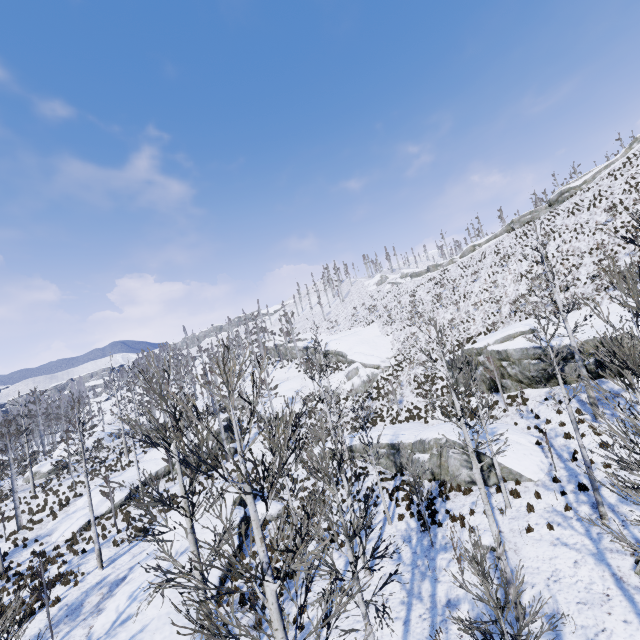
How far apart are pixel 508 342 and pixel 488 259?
26.9m

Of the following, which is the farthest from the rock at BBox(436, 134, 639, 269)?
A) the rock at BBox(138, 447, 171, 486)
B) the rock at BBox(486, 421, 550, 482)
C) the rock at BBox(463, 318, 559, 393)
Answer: the rock at BBox(138, 447, 171, 486)

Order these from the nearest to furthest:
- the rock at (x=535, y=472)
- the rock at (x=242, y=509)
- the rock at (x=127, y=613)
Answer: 1. the rock at (x=127, y=613)
2. the rock at (x=535, y=472)
3. the rock at (x=242, y=509)

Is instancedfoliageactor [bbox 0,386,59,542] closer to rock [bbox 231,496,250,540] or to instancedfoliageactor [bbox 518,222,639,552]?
rock [bbox 231,496,250,540]

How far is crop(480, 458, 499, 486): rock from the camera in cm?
1598

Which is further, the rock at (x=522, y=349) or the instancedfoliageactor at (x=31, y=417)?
the instancedfoliageactor at (x=31, y=417)

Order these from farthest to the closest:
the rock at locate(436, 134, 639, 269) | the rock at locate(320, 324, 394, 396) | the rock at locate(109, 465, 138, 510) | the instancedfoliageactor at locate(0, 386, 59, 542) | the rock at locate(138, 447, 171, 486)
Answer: the rock at locate(436, 134, 639, 269) → the rock at locate(320, 324, 394, 396) → the rock at locate(138, 447, 171, 486) → the rock at locate(109, 465, 138, 510) → the instancedfoliageactor at locate(0, 386, 59, 542)
